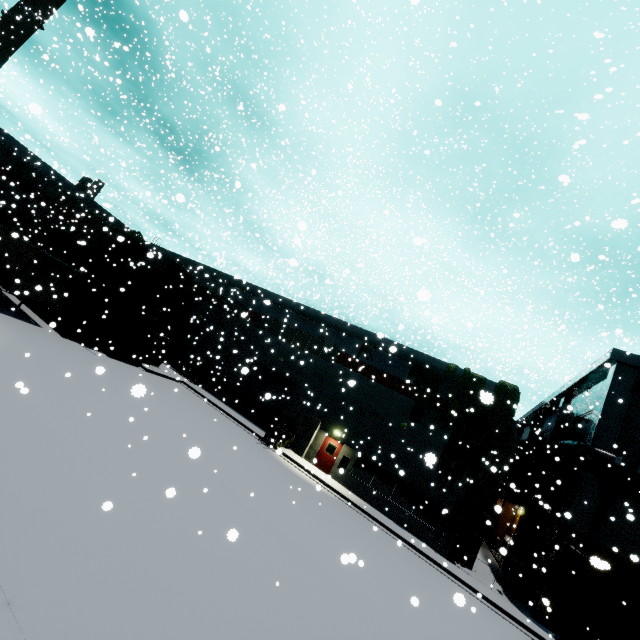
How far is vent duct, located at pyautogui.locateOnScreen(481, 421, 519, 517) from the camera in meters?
19.8

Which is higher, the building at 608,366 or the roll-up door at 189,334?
the building at 608,366

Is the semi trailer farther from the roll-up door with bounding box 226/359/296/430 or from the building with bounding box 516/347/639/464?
the roll-up door with bounding box 226/359/296/430

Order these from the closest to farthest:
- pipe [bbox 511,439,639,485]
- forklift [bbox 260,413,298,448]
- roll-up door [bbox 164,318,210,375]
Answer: pipe [bbox 511,439,639,485] → forklift [bbox 260,413,298,448] → roll-up door [bbox 164,318,210,375]

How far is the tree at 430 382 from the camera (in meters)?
22.12

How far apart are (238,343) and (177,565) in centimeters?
2400cm

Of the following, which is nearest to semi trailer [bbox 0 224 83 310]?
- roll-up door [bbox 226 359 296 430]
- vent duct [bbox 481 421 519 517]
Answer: roll-up door [bbox 226 359 296 430]

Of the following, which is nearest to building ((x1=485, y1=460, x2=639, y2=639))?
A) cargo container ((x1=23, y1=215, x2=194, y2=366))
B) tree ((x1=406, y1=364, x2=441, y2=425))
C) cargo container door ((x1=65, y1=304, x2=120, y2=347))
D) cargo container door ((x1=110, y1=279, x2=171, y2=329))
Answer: tree ((x1=406, y1=364, x2=441, y2=425))
